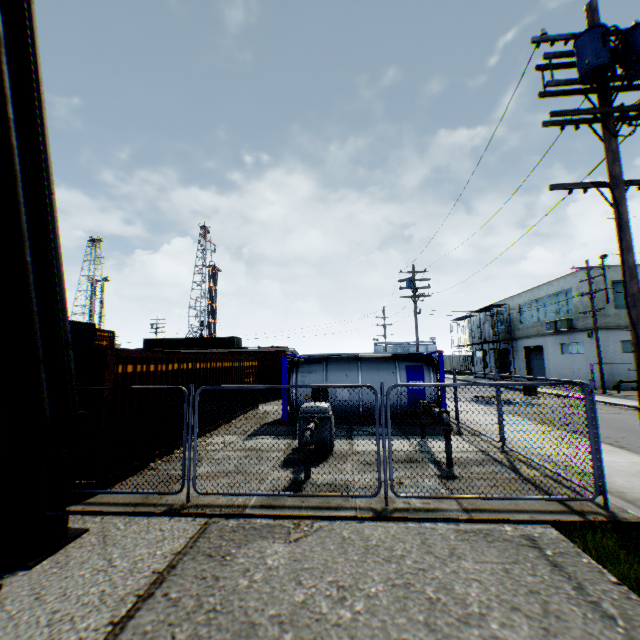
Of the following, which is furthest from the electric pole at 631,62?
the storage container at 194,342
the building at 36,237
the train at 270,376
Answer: the storage container at 194,342

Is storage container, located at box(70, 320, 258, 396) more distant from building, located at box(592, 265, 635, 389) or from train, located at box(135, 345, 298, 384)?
building, located at box(592, 265, 635, 389)

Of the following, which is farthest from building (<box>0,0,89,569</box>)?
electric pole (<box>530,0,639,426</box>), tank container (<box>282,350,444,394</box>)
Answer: tank container (<box>282,350,444,394</box>)

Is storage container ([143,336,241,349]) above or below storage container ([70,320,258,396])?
above

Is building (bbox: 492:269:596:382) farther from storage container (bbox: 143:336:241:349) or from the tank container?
storage container (bbox: 143:336:241:349)

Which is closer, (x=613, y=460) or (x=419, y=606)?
(x=419, y=606)

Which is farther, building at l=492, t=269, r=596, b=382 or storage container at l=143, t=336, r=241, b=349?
storage container at l=143, t=336, r=241, b=349

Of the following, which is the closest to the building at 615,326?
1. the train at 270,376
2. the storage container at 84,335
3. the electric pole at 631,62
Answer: the electric pole at 631,62
